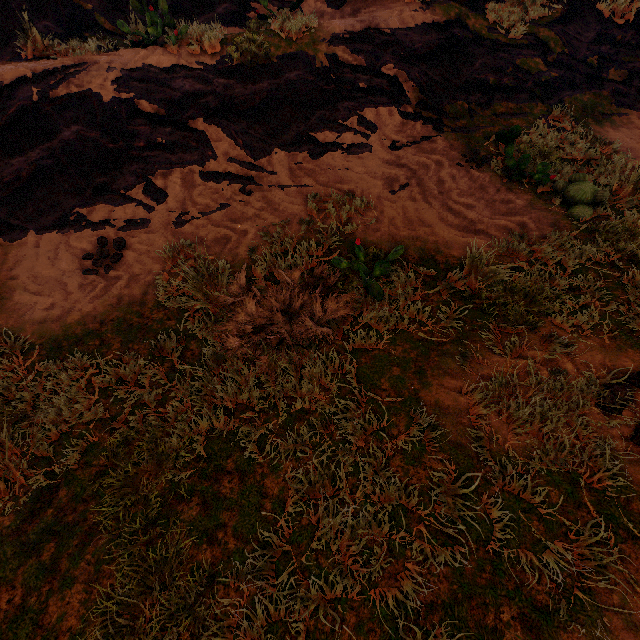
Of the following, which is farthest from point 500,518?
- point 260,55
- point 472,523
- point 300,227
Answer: point 260,55
